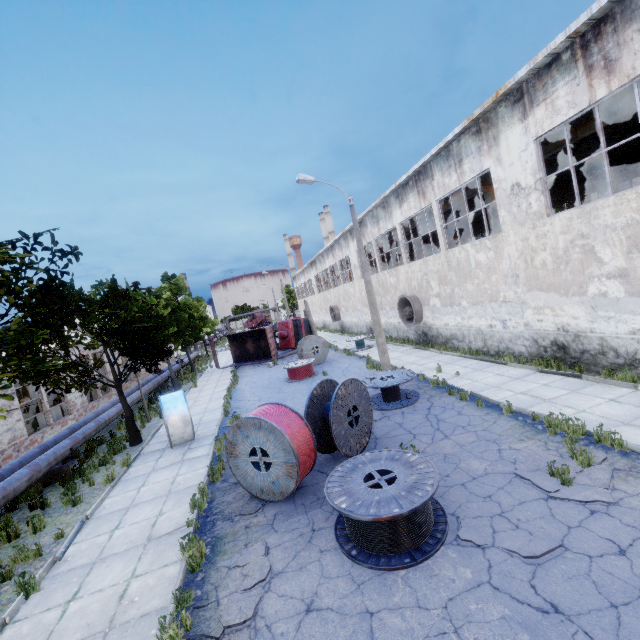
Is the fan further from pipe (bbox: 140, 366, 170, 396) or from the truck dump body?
pipe (bbox: 140, 366, 170, 396)

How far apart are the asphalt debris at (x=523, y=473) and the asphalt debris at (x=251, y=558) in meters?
5.0

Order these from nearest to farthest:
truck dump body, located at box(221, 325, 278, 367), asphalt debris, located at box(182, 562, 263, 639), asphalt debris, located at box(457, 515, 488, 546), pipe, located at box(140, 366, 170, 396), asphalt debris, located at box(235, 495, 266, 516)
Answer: asphalt debris, located at box(182, 562, 263, 639)
asphalt debris, located at box(457, 515, 488, 546)
asphalt debris, located at box(235, 495, 266, 516)
pipe, located at box(140, 366, 170, 396)
truck dump body, located at box(221, 325, 278, 367)

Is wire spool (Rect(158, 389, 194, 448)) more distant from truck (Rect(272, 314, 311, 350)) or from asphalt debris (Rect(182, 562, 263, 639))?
truck (Rect(272, 314, 311, 350))

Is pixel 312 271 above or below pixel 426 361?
above

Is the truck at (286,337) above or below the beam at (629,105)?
below

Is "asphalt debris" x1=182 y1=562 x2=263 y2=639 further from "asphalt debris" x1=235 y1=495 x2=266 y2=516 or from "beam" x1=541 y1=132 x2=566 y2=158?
"beam" x1=541 y1=132 x2=566 y2=158

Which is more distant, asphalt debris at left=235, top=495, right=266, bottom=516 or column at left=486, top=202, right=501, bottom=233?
column at left=486, top=202, right=501, bottom=233
